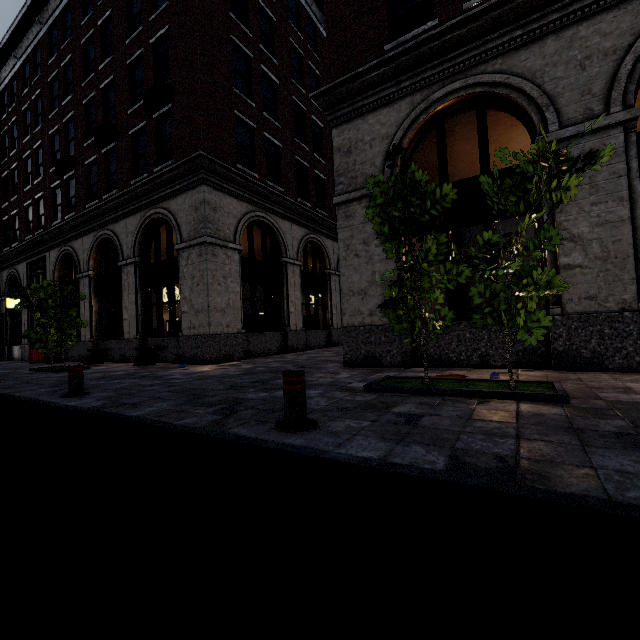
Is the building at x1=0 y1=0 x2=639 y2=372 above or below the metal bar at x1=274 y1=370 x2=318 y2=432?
above

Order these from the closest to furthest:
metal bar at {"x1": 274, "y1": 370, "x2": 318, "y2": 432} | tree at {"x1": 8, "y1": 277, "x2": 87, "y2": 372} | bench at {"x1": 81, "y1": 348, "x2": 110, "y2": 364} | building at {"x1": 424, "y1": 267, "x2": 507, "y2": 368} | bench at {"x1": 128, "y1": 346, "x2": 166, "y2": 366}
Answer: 1. metal bar at {"x1": 274, "y1": 370, "x2": 318, "y2": 432}
2. building at {"x1": 424, "y1": 267, "x2": 507, "y2": 368}
3. tree at {"x1": 8, "y1": 277, "x2": 87, "y2": 372}
4. bench at {"x1": 128, "y1": 346, "x2": 166, "y2": 366}
5. bench at {"x1": 81, "y1": 348, "x2": 110, "y2": 364}

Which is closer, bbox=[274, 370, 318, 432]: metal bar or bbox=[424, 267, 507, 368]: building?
bbox=[274, 370, 318, 432]: metal bar

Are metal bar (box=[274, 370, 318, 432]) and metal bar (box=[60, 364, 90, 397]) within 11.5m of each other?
yes

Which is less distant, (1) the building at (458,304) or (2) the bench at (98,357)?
(1) the building at (458,304)

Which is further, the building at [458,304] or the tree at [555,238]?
the building at [458,304]

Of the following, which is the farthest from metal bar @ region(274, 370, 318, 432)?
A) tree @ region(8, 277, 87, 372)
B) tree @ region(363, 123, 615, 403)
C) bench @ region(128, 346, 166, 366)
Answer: tree @ region(8, 277, 87, 372)

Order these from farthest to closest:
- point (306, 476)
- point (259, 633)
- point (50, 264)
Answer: point (50, 264), point (306, 476), point (259, 633)
